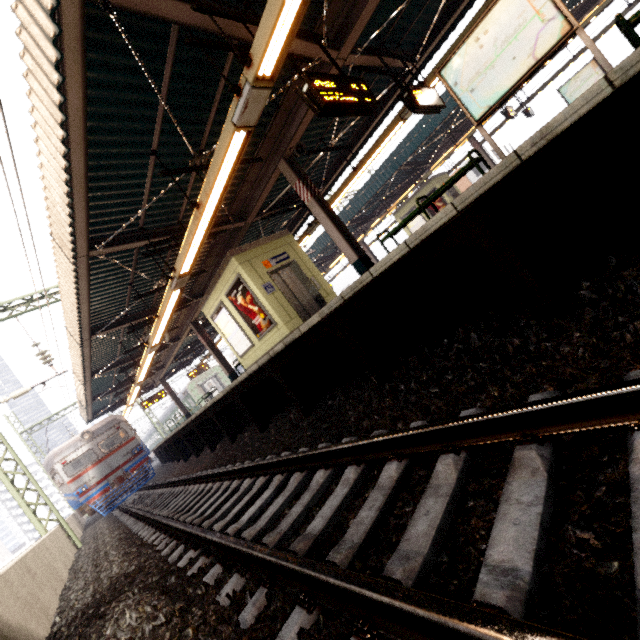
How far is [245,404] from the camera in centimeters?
702cm

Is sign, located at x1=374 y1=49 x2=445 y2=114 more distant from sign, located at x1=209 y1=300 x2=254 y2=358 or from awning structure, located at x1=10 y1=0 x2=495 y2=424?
sign, located at x1=209 y1=300 x2=254 y2=358

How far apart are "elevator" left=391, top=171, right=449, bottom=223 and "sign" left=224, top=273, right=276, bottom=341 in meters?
15.0

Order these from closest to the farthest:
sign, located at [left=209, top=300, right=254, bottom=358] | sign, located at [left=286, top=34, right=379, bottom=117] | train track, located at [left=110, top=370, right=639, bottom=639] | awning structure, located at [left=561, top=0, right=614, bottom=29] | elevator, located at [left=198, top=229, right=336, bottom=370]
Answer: train track, located at [left=110, top=370, right=639, bottom=639] → sign, located at [left=286, top=34, right=379, bottom=117] → elevator, located at [left=198, top=229, right=336, bottom=370] → sign, located at [left=209, top=300, right=254, bottom=358] → awning structure, located at [left=561, top=0, right=614, bottom=29]

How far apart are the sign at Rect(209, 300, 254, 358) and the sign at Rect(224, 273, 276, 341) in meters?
0.3

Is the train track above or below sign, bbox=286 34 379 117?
below

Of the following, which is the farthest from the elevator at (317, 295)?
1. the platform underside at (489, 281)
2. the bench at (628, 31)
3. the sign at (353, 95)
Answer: the bench at (628, 31)

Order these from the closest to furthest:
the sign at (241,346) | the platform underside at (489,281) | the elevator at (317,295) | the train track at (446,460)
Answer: the train track at (446,460) → the platform underside at (489,281) → the elevator at (317,295) → the sign at (241,346)
